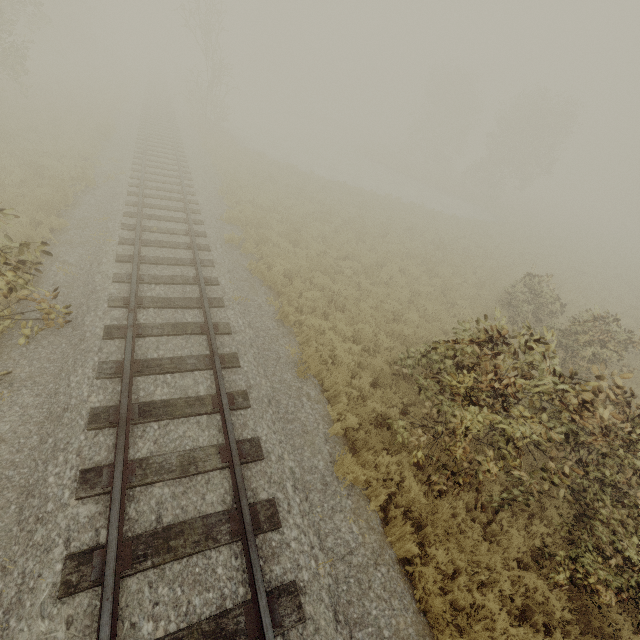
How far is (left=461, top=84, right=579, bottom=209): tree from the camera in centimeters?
3228cm

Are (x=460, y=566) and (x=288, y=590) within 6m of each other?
yes

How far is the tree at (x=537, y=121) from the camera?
32.3m
